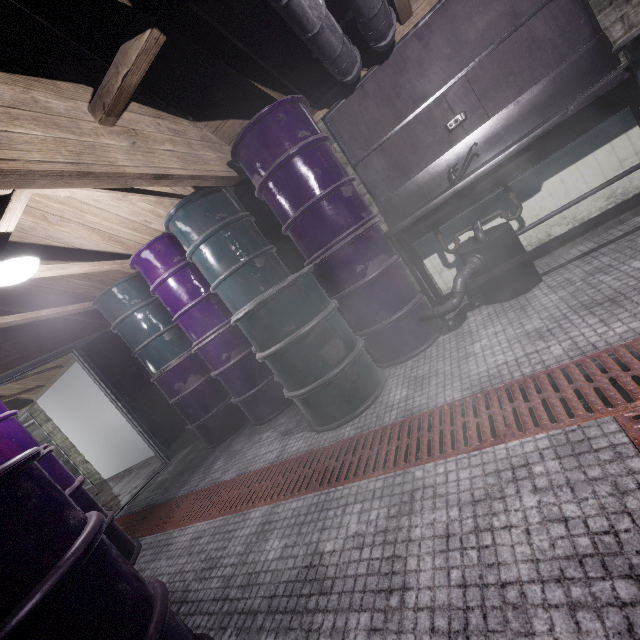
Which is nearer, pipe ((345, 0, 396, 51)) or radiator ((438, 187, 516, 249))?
pipe ((345, 0, 396, 51))

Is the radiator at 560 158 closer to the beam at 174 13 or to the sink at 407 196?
the sink at 407 196

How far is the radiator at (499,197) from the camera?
2.46m

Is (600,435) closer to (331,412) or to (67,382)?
(331,412)

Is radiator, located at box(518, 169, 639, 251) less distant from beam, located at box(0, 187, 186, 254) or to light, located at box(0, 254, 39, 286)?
beam, located at box(0, 187, 186, 254)

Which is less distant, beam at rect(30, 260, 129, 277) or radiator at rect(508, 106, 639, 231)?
radiator at rect(508, 106, 639, 231)

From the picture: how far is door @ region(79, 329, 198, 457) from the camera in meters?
4.2

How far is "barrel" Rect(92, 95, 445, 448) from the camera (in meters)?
2.20
